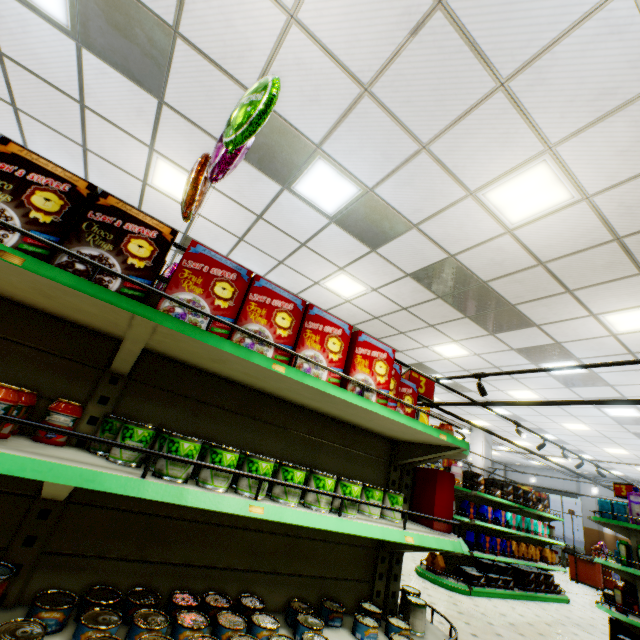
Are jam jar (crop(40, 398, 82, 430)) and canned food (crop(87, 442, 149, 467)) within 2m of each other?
yes

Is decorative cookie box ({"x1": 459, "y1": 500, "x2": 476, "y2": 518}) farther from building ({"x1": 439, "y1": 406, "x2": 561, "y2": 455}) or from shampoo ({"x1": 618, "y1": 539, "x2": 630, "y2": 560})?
shampoo ({"x1": 618, "y1": 539, "x2": 630, "y2": 560})

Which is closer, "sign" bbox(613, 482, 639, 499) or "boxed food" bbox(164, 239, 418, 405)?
"boxed food" bbox(164, 239, 418, 405)

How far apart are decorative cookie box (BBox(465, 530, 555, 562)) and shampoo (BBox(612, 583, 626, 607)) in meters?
2.7

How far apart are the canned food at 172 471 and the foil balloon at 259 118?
1.61m

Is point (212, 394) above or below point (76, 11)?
below

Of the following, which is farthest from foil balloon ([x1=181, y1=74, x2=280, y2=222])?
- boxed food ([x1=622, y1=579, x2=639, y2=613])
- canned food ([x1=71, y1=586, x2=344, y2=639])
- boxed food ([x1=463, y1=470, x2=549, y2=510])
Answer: boxed food ([x1=463, y1=470, x2=549, y2=510])

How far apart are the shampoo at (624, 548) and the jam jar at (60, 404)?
7.2m
